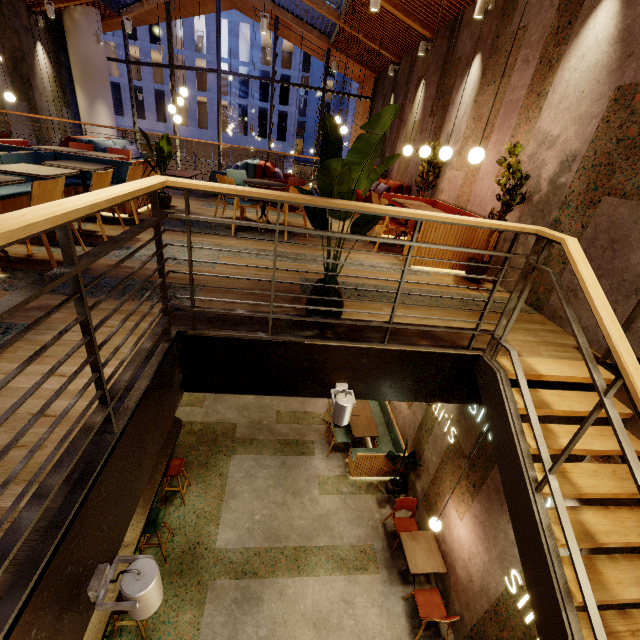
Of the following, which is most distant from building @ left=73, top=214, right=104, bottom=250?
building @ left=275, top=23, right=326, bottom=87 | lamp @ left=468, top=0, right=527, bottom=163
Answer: building @ left=275, top=23, right=326, bottom=87

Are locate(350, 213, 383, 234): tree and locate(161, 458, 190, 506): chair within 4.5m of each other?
no

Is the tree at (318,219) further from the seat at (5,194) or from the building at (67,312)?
the seat at (5,194)

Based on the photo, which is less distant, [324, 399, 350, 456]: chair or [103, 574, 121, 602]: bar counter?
[103, 574, 121, 602]: bar counter

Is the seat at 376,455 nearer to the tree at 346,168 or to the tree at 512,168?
the tree at 512,168

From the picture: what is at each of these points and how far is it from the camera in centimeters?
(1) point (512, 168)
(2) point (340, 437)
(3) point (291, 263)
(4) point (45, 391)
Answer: (1) tree, 399cm
(2) chair, 791cm
(3) building, 438cm
(4) building, 184cm

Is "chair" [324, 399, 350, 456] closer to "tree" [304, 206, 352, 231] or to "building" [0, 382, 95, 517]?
"building" [0, 382, 95, 517]

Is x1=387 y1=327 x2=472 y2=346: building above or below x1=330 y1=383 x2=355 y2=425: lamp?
above
